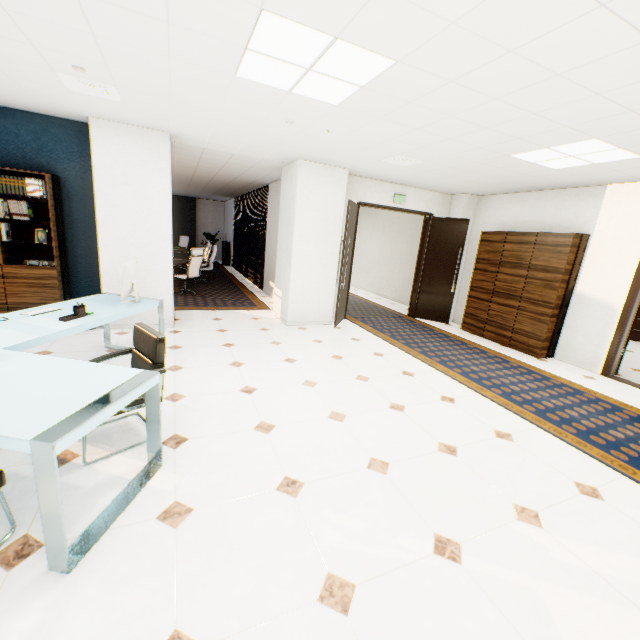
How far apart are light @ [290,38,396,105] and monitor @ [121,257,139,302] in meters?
2.2 m

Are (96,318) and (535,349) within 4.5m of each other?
no

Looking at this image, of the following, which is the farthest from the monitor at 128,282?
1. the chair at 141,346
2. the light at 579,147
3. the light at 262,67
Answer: the light at 579,147

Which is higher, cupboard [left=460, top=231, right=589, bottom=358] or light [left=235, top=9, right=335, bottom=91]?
light [left=235, top=9, right=335, bottom=91]

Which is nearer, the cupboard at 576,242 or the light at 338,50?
the light at 338,50

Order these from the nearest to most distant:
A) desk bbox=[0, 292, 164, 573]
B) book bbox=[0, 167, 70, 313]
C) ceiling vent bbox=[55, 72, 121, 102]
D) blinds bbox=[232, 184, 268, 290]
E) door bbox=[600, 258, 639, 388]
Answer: desk bbox=[0, 292, 164, 573], ceiling vent bbox=[55, 72, 121, 102], book bbox=[0, 167, 70, 313], door bbox=[600, 258, 639, 388], blinds bbox=[232, 184, 268, 290]

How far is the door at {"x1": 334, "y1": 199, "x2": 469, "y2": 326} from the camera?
6.39m

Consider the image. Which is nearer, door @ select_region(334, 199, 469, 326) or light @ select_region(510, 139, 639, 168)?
light @ select_region(510, 139, 639, 168)
